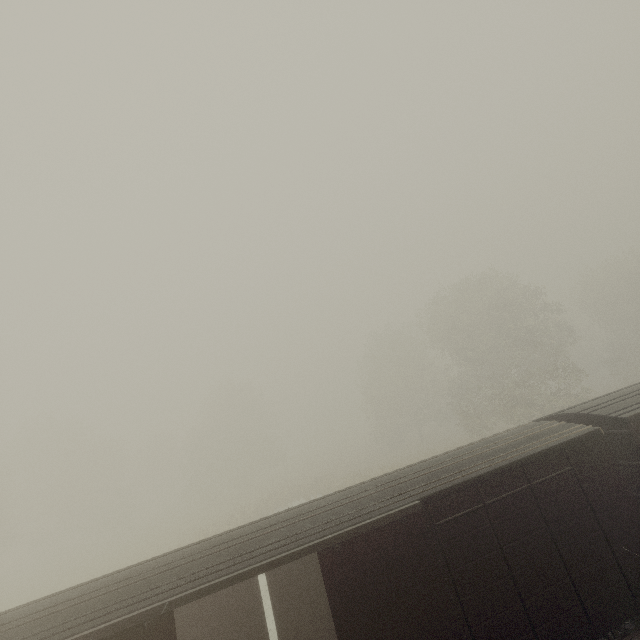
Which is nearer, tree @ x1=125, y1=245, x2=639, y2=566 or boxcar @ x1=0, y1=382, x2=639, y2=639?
boxcar @ x1=0, y1=382, x2=639, y2=639

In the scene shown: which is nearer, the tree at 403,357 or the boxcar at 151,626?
Answer: the boxcar at 151,626

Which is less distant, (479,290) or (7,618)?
(7,618)
